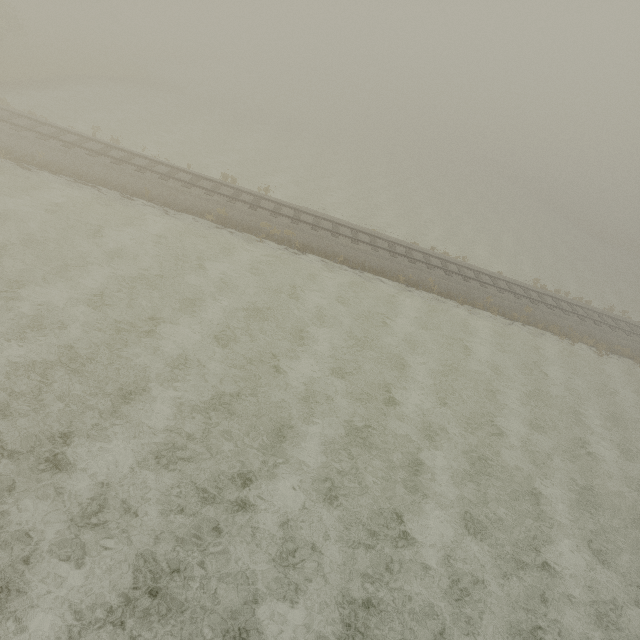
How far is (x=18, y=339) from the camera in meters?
10.9
